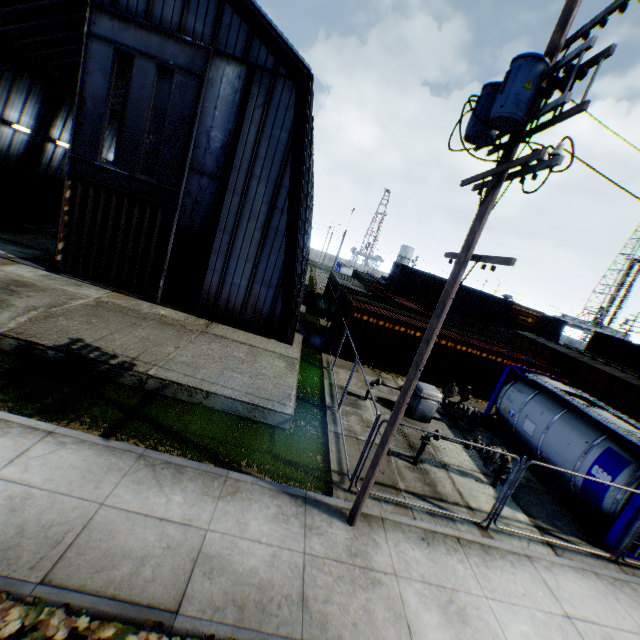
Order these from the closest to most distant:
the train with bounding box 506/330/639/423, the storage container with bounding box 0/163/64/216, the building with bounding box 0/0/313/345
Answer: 1. the building with bounding box 0/0/313/345
2. the train with bounding box 506/330/639/423
3. the storage container with bounding box 0/163/64/216

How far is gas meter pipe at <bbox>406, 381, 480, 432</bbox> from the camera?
12.73m

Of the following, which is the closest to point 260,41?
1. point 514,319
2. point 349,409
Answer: point 349,409

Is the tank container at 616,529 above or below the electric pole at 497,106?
below

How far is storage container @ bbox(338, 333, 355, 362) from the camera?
17.0 meters

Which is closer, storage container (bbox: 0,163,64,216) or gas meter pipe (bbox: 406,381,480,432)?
gas meter pipe (bbox: 406,381,480,432)

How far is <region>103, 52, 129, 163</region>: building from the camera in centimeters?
2711cm

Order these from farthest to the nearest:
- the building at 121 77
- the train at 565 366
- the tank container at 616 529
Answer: the building at 121 77 < the train at 565 366 < the tank container at 616 529
